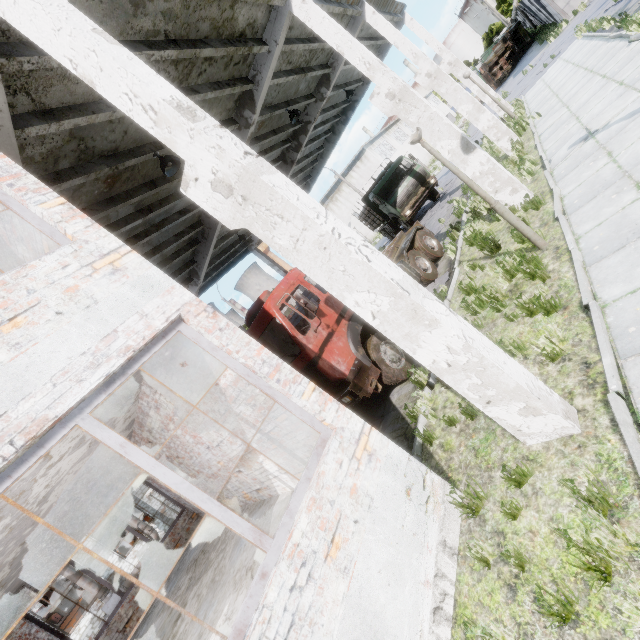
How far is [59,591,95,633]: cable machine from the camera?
Result: 22.8 meters

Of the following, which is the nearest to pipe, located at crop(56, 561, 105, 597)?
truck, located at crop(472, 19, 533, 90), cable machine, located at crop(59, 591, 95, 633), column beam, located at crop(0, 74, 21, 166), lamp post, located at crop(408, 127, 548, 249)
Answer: cable machine, located at crop(59, 591, 95, 633)

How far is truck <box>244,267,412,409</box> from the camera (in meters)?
6.40

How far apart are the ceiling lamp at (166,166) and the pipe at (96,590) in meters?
27.4

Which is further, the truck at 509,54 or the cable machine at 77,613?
the truck at 509,54

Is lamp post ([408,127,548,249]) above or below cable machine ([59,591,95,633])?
below

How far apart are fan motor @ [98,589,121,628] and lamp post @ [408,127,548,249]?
30.85m

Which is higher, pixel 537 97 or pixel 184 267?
pixel 184 267
